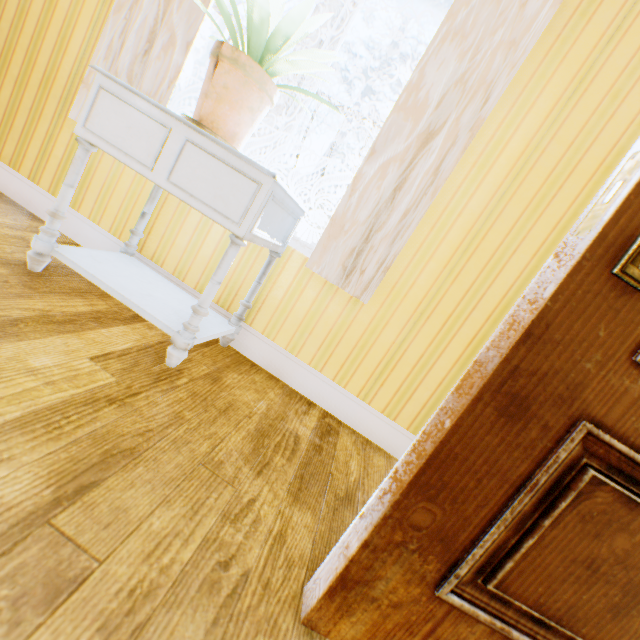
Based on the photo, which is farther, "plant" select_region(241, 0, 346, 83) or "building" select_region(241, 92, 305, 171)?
"building" select_region(241, 92, 305, 171)

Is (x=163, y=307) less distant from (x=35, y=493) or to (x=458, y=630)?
(x=35, y=493)

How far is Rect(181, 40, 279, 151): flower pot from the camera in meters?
1.2

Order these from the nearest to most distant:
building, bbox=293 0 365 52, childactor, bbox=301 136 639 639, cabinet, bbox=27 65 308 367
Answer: childactor, bbox=301 136 639 639
cabinet, bbox=27 65 308 367
building, bbox=293 0 365 52

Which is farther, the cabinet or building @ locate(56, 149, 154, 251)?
building @ locate(56, 149, 154, 251)

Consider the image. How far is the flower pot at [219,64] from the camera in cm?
115

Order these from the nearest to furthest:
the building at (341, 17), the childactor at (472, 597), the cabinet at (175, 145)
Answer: the childactor at (472, 597), the cabinet at (175, 145), the building at (341, 17)
